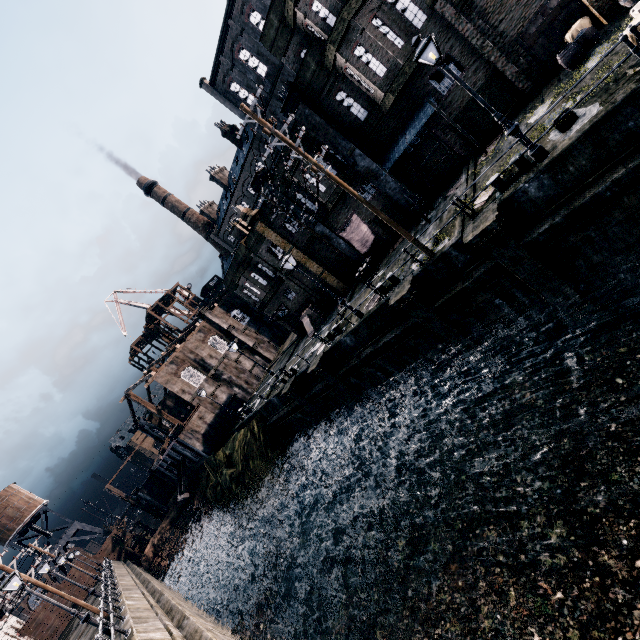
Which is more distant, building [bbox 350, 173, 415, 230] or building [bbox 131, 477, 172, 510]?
building [bbox 131, 477, 172, 510]

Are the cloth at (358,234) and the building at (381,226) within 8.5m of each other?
yes

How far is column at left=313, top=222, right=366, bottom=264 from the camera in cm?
2527

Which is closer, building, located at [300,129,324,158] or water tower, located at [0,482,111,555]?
building, located at [300,129,324,158]

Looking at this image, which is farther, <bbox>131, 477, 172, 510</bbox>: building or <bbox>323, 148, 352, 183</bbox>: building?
<bbox>131, 477, 172, 510</bbox>: building

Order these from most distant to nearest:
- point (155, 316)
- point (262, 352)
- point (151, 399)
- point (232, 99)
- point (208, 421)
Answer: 1. point (155, 316)
2. point (151, 399)
3. point (232, 99)
4. point (262, 352)
5. point (208, 421)

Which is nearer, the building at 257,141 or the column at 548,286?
the column at 548,286

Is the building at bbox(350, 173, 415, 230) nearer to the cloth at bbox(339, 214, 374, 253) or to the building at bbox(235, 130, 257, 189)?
the cloth at bbox(339, 214, 374, 253)
